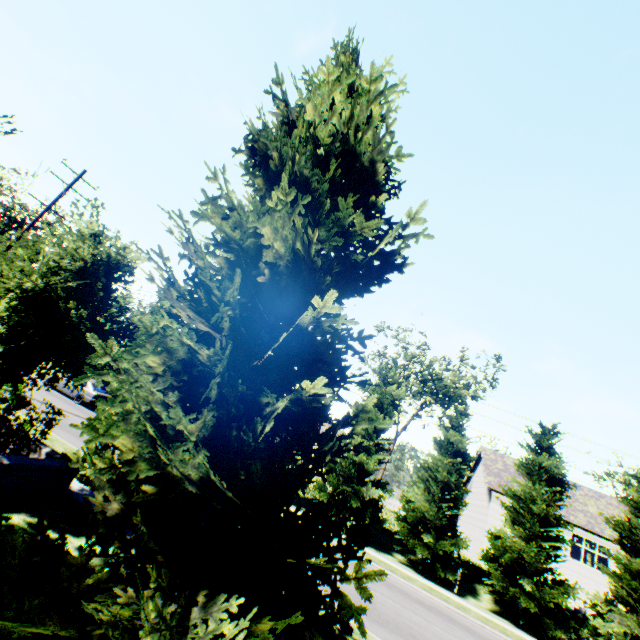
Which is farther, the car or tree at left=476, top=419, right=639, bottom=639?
the car

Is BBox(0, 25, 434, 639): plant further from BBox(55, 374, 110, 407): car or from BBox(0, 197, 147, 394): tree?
BBox(55, 374, 110, 407): car

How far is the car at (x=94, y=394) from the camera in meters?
21.4

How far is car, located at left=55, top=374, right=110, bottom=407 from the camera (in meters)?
21.43

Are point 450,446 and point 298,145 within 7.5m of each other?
no

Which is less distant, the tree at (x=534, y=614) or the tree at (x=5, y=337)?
the tree at (x=5, y=337)

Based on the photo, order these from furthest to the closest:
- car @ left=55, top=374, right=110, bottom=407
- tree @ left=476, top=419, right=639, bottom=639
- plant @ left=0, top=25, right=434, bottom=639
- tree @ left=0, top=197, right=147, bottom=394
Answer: car @ left=55, top=374, right=110, bottom=407 → tree @ left=476, top=419, right=639, bottom=639 → tree @ left=0, top=197, right=147, bottom=394 → plant @ left=0, top=25, right=434, bottom=639
